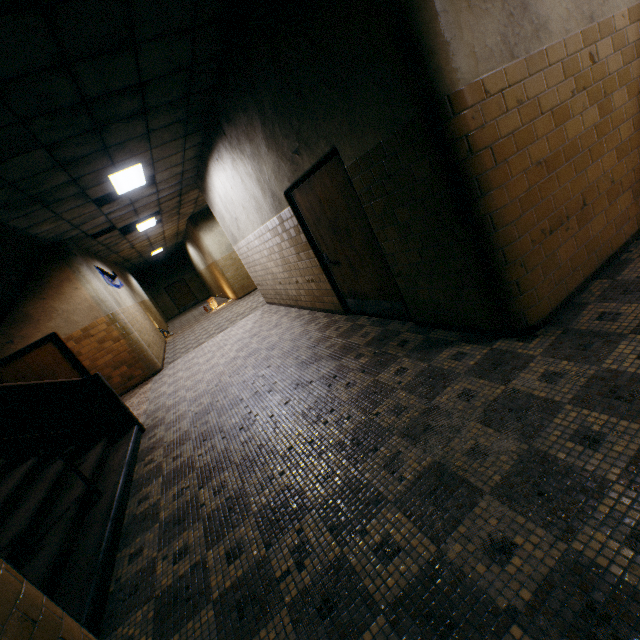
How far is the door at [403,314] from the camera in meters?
Answer: 3.7

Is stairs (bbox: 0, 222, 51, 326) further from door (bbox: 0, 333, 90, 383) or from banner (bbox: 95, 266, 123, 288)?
banner (bbox: 95, 266, 123, 288)

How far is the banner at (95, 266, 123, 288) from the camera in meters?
9.4 m

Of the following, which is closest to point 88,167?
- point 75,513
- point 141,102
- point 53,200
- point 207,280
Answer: point 53,200

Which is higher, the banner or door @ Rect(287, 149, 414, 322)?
the banner

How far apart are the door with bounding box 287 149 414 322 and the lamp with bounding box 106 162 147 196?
3.2 meters

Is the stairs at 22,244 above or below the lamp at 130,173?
below

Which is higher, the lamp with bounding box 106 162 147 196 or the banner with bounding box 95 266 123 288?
the lamp with bounding box 106 162 147 196
